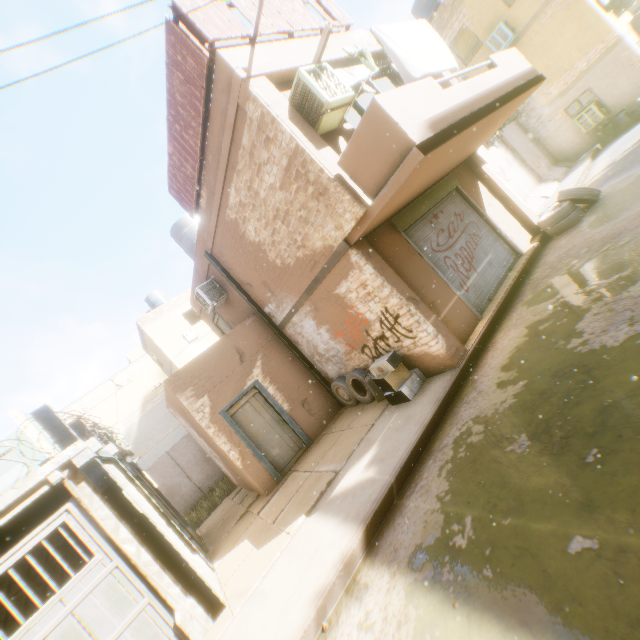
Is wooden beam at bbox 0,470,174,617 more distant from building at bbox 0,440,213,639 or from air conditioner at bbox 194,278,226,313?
air conditioner at bbox 194,278,226,313

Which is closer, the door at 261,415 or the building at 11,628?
the building at 11,628

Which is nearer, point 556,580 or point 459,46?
point 556,580

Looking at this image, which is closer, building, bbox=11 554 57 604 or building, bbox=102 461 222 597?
building, bbox=102 461 222 597

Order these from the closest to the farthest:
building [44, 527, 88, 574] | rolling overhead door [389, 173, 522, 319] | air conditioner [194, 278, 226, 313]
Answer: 1. rolling overhead door [389, 173, 522, 319]
2. building [44, 527, 88, 574]
3. air conditioner [194, 278, 226, 313]

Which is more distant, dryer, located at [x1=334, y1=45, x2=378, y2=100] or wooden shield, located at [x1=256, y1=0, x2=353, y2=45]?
wooden shield, located at [x1=256, y1=0, x2=353, y2=45]

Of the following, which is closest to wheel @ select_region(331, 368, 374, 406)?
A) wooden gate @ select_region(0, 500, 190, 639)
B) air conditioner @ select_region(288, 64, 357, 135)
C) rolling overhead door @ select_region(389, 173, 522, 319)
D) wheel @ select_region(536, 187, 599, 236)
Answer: wooden gate @ select_region(0, 500, 190, 639)

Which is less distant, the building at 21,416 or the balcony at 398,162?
the balcony at 398,162
